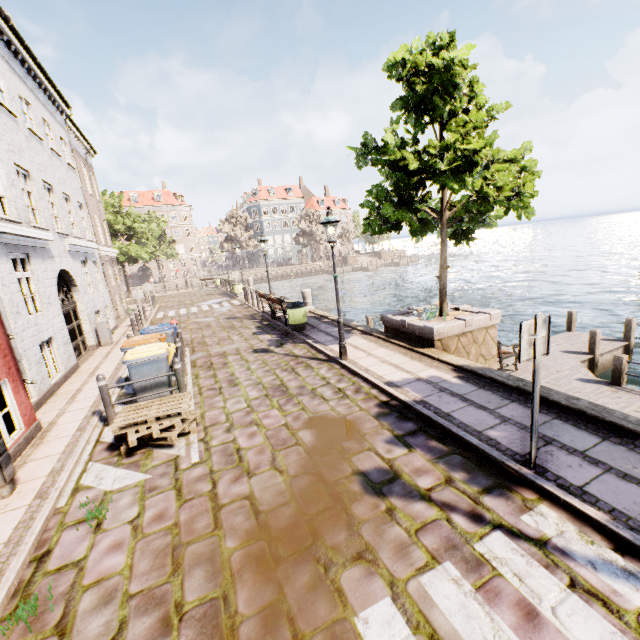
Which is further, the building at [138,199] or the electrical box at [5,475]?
the building at [138,199]

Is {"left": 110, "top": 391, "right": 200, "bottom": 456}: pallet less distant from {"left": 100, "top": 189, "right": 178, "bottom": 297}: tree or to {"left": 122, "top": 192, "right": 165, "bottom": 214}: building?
{"left": 122, "top": 192, "right": 165, "bottom": 214}: building

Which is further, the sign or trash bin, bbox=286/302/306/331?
trash bin, bbox=286/302/306/331

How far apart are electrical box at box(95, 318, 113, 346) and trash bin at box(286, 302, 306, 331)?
7.59m

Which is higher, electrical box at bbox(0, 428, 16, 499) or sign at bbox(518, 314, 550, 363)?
→ sign at bbox(518, 314, 550, 363)

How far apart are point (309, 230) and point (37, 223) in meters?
51.9 m

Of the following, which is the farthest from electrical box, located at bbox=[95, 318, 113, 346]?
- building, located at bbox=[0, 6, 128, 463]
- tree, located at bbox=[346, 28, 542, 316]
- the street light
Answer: tree, located at bbox=[346, 28, 542, 316]

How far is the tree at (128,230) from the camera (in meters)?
30.42
